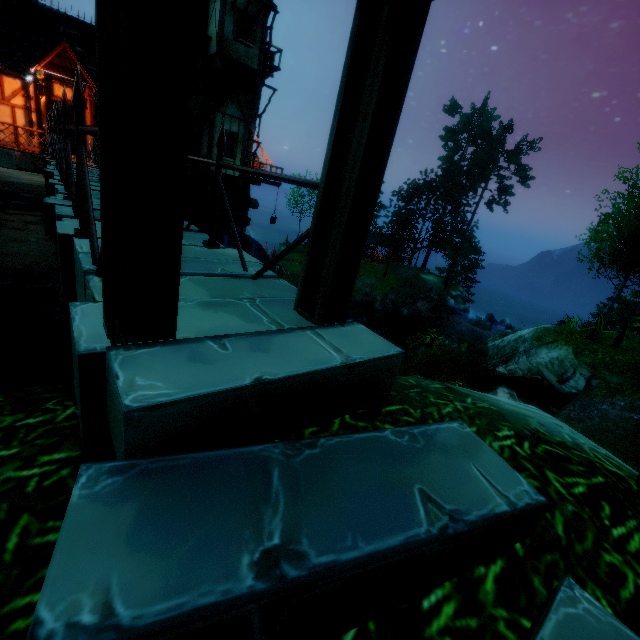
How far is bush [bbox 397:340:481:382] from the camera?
9.8m

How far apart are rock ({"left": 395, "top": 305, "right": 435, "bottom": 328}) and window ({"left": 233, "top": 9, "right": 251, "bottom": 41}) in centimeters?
2589cm

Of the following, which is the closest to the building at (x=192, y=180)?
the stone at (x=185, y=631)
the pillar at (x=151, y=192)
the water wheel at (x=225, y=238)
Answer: the water wheel at (x=225, y=238)

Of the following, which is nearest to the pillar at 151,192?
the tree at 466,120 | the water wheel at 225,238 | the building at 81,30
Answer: the tree at 466,120

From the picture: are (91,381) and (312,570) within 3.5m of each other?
yes

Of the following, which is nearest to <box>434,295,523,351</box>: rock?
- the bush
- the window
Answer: the bush

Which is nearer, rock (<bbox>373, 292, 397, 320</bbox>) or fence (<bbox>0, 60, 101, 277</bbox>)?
fence (<bbox>0, 60, 101, 277</bbox>)

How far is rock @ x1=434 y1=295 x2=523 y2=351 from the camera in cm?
2570
